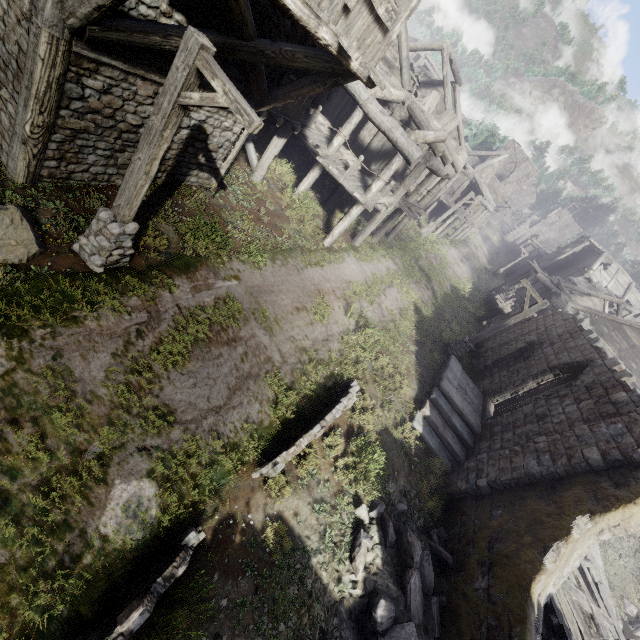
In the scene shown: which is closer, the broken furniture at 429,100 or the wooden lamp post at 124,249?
the wooden lamp post at 124,249

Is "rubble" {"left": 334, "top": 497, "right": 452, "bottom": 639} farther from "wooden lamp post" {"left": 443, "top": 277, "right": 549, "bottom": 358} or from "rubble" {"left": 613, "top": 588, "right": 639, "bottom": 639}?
"rubble" {"left": 613, "top": 588, "right": 639, "bottom": 639}

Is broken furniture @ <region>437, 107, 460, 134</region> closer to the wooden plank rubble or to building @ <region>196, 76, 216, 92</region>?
building @ <region>196, 76, 216, 92</region>

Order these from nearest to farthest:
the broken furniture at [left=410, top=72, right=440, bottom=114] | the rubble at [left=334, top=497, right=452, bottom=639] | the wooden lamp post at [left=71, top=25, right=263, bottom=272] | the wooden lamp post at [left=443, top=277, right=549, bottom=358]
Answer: the wooden lamp post at [left=71, top=25, right=263, bottom=272] → the rubble at [left=334, top=497, right=452, bottom=639] → the wooden lamp post at [left=443, top=277, right=549, bottom=358] → the broken furniture at [left=410, top=72, right=440, bottom=114]

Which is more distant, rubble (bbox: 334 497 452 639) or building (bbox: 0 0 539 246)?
rubble (bbox: 334 497 452 639)

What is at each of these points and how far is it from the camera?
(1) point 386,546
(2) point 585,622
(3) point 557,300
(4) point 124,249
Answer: (1) rubble, 7.4 meters
(2) wooden plank rubble, 8.8 meters
(3) building, 25.0 meters
(4) wooden lamp post, 6.8 meters

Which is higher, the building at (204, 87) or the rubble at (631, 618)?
the building at (204, 87)

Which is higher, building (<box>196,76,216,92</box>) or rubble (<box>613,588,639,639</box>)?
building (<box>196,76,216,92</box>)
